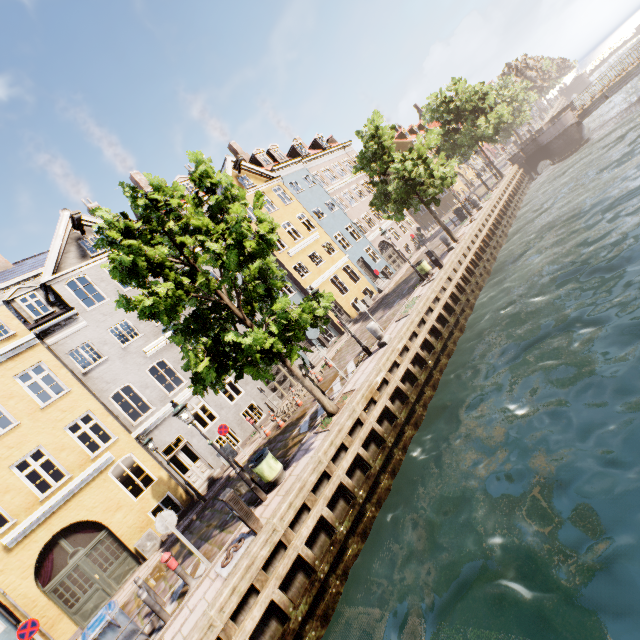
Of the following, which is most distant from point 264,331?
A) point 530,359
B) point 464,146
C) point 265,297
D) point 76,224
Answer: point 464,146

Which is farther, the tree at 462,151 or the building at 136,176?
the building at 136,176

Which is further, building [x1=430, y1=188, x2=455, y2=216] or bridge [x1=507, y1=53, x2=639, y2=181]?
building [x1=430, y1=188, x2=455, y2=216]

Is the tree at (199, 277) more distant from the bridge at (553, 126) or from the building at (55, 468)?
the building at (55, 468)

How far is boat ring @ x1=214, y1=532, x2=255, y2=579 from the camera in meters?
7.5

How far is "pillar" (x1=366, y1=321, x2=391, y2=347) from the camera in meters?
13.4 m

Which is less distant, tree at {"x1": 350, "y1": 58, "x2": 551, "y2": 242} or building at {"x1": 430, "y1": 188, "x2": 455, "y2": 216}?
tree at {"x1": 350, "y1": 58, "x2": 551, "y2": 242}
